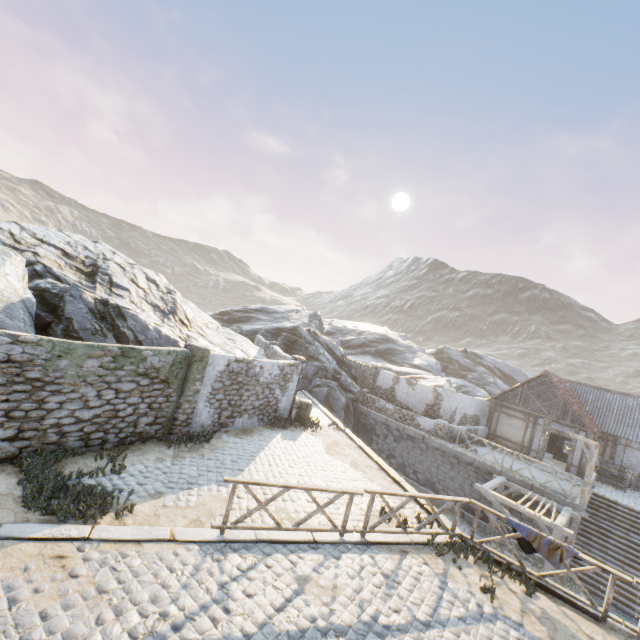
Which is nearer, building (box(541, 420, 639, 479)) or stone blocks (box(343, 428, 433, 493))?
stone blocks (box(343, 428, 433, 493))

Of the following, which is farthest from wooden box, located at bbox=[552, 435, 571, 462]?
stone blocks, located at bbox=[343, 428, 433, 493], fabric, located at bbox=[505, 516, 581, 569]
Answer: fabric, located at bbox=[505, 516, 581, 569]

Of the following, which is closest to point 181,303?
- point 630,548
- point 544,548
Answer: point 544,548

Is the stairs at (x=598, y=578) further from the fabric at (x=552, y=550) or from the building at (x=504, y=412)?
the fabric at (x=552, y=550)

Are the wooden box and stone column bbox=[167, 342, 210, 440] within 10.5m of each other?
no

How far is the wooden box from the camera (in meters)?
23.33

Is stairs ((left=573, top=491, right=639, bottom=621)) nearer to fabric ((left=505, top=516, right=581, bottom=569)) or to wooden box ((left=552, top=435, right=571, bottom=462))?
wooden box ((left=552, top=435, right=571, bottom=462))

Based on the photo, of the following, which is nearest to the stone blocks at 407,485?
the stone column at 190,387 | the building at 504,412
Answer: the building at 504,412
